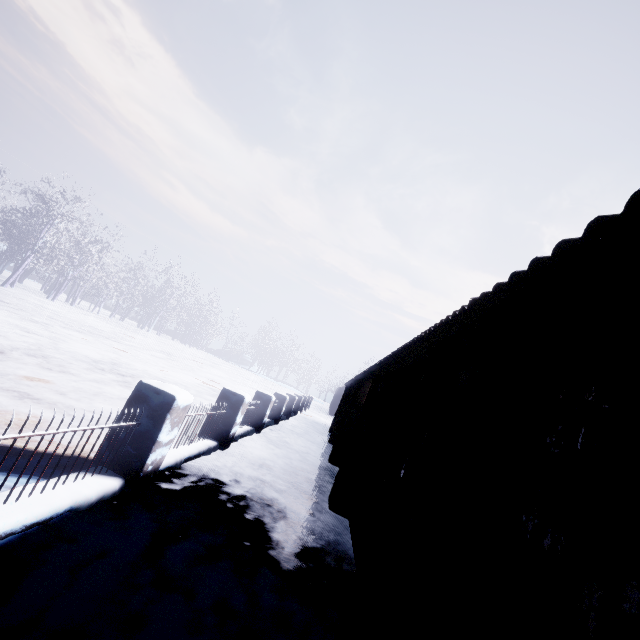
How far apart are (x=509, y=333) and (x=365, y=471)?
Result: 3.56m
